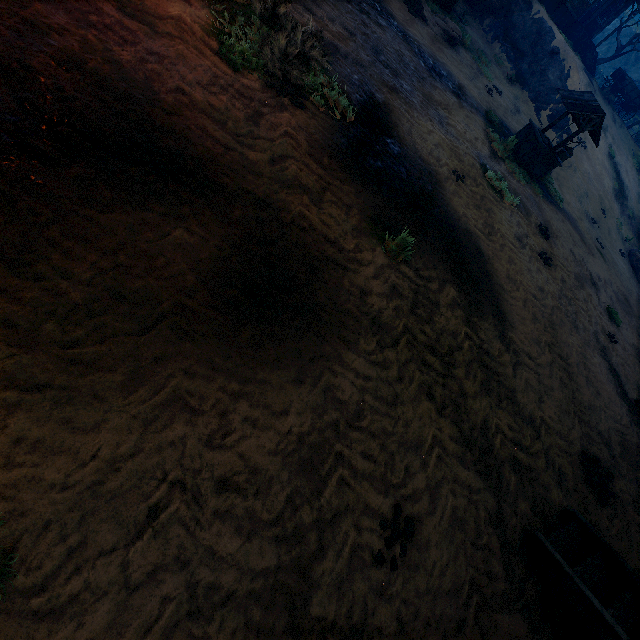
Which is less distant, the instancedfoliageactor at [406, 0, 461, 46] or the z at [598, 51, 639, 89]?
the instancedfoliageactor at [406, 0, 461, 46]

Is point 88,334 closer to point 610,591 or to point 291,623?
point 291,623

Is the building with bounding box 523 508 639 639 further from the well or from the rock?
the well

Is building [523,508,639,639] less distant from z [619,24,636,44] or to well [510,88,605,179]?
z [619,24,636,44]

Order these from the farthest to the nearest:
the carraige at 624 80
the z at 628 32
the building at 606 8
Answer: the z at 628 32 < the carraige at 624 80 < the building at 606 8

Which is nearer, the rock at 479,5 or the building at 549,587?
the building at 549,587

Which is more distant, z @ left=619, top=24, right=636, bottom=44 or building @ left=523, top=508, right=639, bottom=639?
z @ left=619, top=24, right=636, bottom=44

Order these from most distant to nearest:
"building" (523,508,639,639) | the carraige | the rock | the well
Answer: the carraige, the rock, the well, "building" (523,508,639,639)
